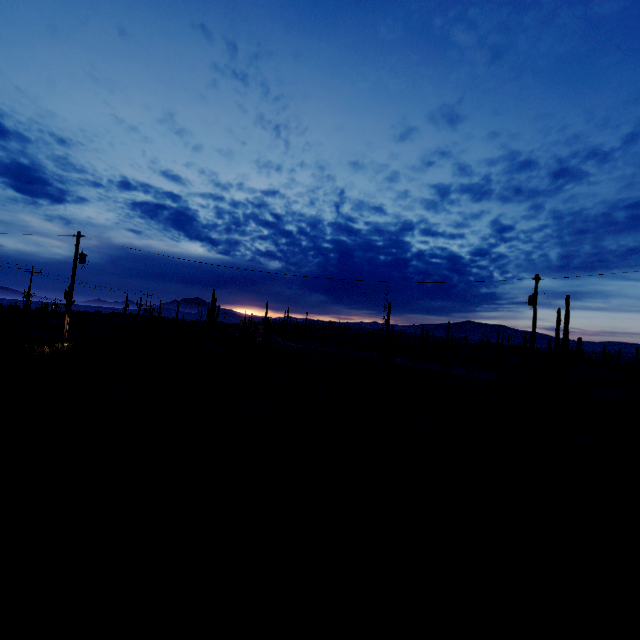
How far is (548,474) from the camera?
10.15m
